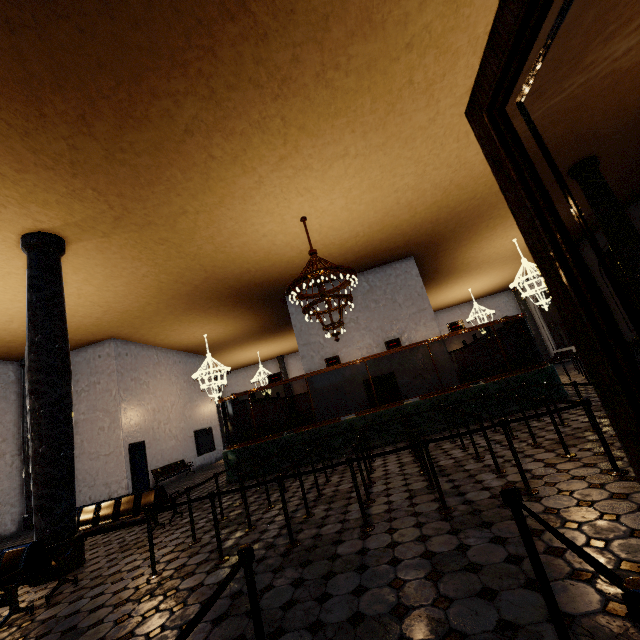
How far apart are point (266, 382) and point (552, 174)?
25.0m
